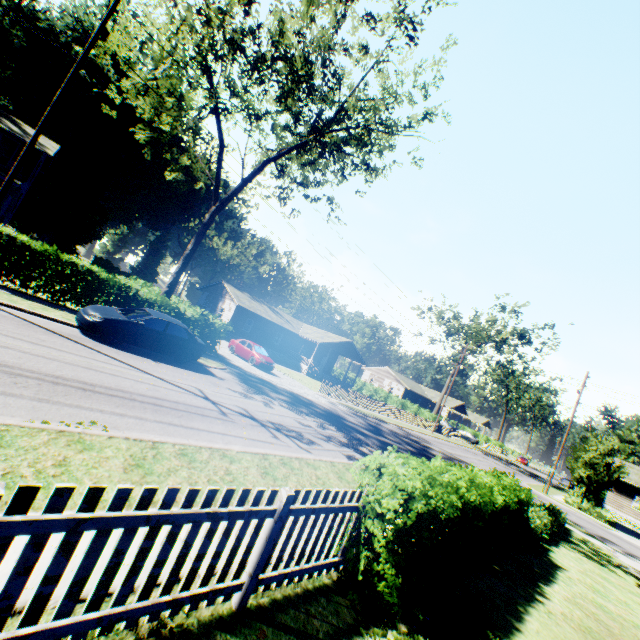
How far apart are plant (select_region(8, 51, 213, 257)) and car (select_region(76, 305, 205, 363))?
39.9 meters

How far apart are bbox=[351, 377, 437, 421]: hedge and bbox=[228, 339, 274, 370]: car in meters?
28.0 m

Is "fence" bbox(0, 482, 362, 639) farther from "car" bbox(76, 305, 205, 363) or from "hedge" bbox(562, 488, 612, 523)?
"hedge" bbox(562, 488, 612, 523)

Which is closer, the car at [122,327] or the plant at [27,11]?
the car at [122,327]

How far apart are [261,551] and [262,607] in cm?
74

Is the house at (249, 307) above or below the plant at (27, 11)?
below

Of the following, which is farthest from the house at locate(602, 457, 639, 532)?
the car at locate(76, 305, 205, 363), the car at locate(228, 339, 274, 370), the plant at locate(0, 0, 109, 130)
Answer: the car at locate(76, 305, 205, 363)

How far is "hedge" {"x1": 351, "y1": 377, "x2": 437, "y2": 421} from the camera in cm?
4556
